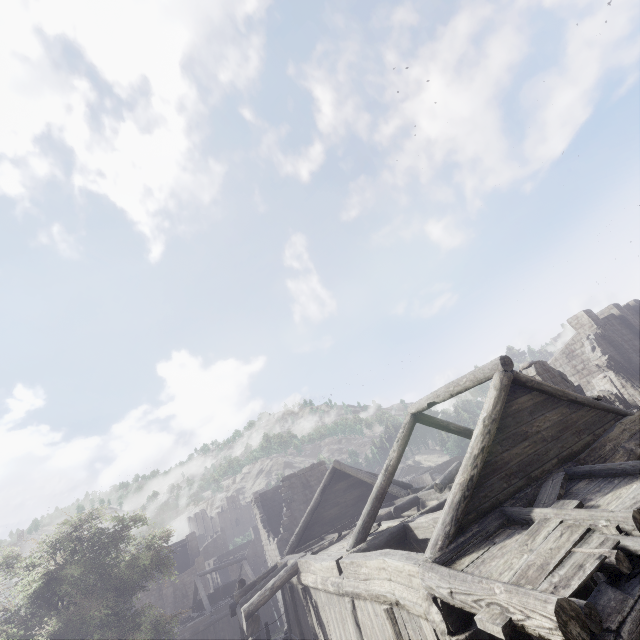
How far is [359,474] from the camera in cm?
1852
